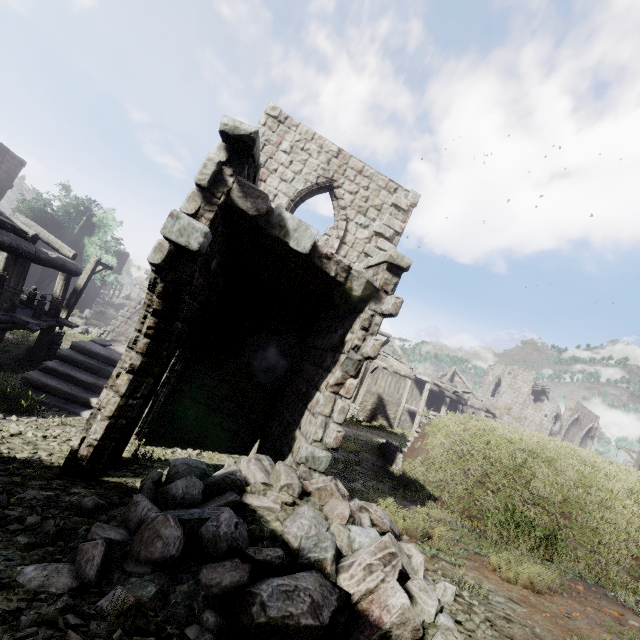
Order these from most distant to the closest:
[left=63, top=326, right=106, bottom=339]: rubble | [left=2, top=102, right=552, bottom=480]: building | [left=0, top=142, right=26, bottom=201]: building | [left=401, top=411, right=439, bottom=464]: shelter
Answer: [left=0, top=142, right=26, bottom=201]: building → [left=63, top=326, right=106, bottom=339]: rubble → [left=401, top=411, right=439, bottom=464]: shelter → [left=2, top=102, right=552, bottom=480]: building

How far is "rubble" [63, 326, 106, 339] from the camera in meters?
20.1 m

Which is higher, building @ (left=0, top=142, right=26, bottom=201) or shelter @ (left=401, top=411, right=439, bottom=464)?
building @ (left=0, top=142, right=26, bottom=201)

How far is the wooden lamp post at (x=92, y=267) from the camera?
13.98m

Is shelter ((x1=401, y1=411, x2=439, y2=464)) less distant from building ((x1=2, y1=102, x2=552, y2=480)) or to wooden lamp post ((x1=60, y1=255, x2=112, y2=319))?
building ((x1=2, y1=102, x2=552, y2=480))

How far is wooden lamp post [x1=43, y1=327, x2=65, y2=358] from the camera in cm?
1358

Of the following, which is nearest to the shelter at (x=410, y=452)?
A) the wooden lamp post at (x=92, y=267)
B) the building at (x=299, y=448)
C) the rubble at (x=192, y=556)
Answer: the building at (x=299, y=448)

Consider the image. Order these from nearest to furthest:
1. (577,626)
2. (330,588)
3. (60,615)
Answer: (60,615)
(330,588)
(577,626)
